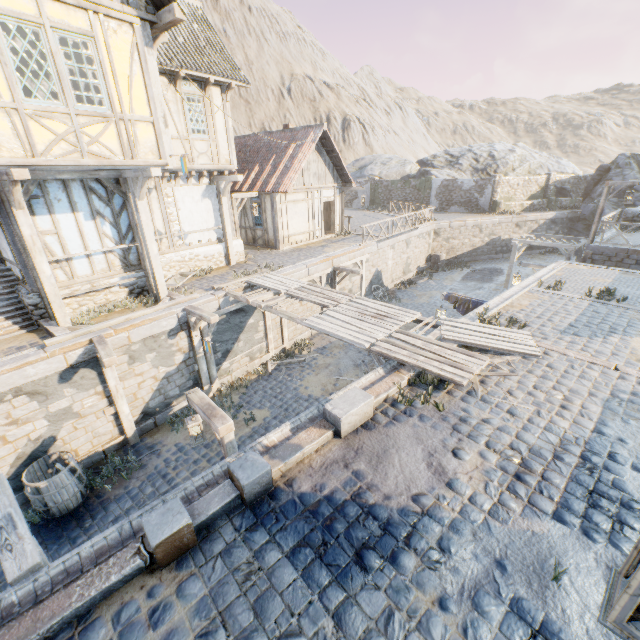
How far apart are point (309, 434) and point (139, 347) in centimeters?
657cm

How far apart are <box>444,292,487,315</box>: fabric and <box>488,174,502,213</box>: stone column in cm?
2208

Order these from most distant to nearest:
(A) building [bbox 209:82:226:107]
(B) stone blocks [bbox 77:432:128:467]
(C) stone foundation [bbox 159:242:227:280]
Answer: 1. (C) stone foundation [bbox 159:242:227:280]
2. (A) building [bbox 209:82:226:107]
3. (B) stone blocks [bbox 77:432:128:467]

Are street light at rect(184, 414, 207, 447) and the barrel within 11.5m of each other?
yes

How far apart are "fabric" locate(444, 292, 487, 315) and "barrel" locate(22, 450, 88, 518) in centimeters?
1153cm

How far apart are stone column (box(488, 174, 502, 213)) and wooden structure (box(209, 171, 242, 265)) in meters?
24.6 m

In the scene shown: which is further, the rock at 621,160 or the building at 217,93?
the rock at 621,160

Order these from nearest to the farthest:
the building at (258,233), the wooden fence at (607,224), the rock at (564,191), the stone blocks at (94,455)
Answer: the stone blocks at (94,455), the wooden fence at (607,224), the building at (258,233), the rock at (564,191)
